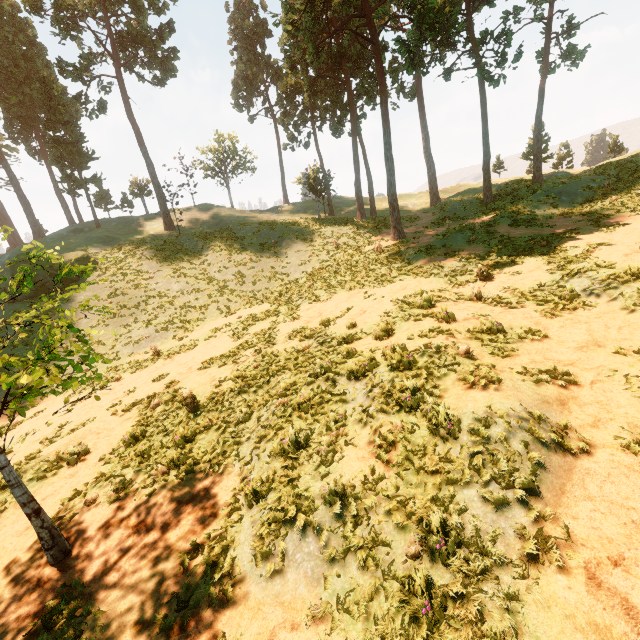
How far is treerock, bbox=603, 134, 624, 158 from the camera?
39.69m

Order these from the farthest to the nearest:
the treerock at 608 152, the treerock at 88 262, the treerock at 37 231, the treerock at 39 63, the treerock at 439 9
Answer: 1. the treerock at 608 152
2. the treerock at 37 231
3. the treerock at 39 63
4. the treerock at 439 9
5. the treerock at 88 262

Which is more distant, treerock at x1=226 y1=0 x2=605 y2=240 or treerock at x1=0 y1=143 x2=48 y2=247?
treerock at x1=0 y1=143 x2=48 y2=247

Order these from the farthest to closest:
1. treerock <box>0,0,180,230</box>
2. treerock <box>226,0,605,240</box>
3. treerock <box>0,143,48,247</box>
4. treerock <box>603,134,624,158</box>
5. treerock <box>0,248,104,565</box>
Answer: treerock <box>603,134,624,158</box> < treerock <box>0,143,48,247</box> < treerock <box>0,0,180,230</box> < treerock <box>226,0,605,240</box> < treerock <box>0,248,104,565</box>

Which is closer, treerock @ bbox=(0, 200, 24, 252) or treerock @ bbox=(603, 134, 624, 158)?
treerock @ bbox=(0, 200, 24, 252)

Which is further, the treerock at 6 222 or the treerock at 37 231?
the treerock at 37 231

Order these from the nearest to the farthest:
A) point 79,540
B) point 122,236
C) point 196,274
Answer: point 79,540 < point 196,274 < point 122,236
